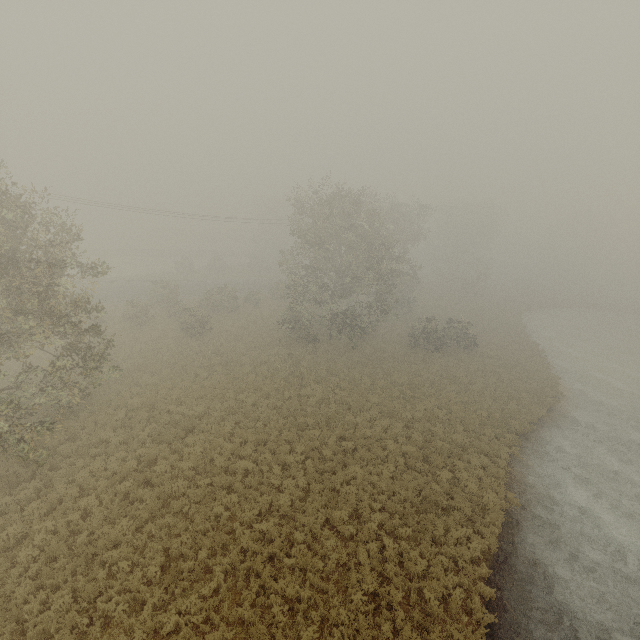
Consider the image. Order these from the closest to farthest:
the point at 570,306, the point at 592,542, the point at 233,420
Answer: the point at 592,542, the point at 233,420, the point at 570,306
